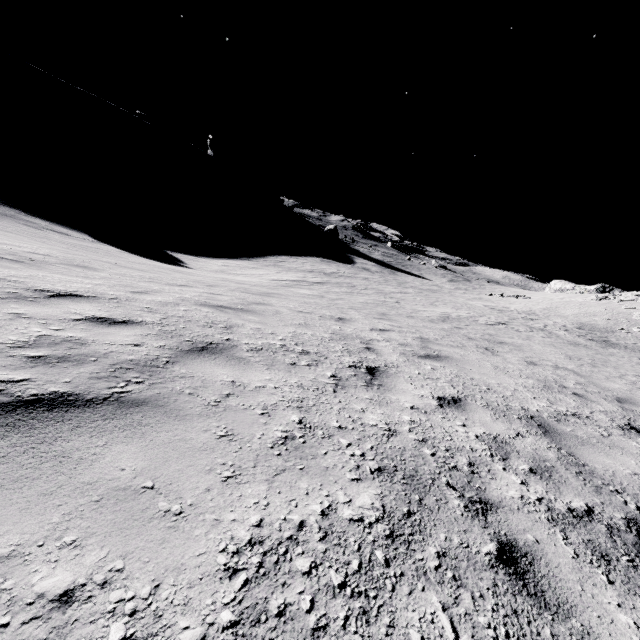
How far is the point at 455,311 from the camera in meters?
19.6 m
